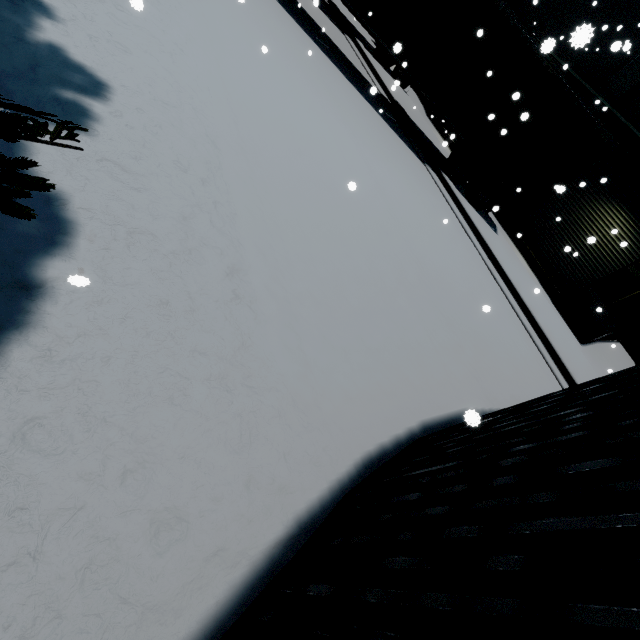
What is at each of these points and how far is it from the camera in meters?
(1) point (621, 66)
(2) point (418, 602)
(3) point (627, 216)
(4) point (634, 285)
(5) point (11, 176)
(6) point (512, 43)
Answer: (1) building, 12.9
(2) silo, 1.3
(3) roll-up door, 12.8
(4) building, 12.3
(5) tree, 1.5
(6) semi trailer, 9.2

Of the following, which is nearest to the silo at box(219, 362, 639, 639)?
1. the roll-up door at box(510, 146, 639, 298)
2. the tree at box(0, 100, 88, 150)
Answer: the tree at box(0, 100, 88, 150)

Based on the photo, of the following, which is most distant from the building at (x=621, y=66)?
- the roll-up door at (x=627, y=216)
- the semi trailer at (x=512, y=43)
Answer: the semi trailer at (x=512, y=43)

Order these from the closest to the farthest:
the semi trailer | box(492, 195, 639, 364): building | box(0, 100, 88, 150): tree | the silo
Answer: the silo, box(0, 100, 88, 150): tree, the semi trailer, box(492, 195, 639, 364): building

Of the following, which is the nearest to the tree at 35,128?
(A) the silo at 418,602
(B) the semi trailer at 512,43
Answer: (A) the silo at 418,602

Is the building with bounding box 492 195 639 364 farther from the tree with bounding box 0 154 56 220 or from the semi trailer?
the semi trailer

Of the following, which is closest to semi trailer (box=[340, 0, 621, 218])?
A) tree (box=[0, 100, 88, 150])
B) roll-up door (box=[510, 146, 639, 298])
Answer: roll-up door (box=[510, 146, 639, 298])

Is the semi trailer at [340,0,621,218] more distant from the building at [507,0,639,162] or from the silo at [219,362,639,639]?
the building at [507,0,639,162]
